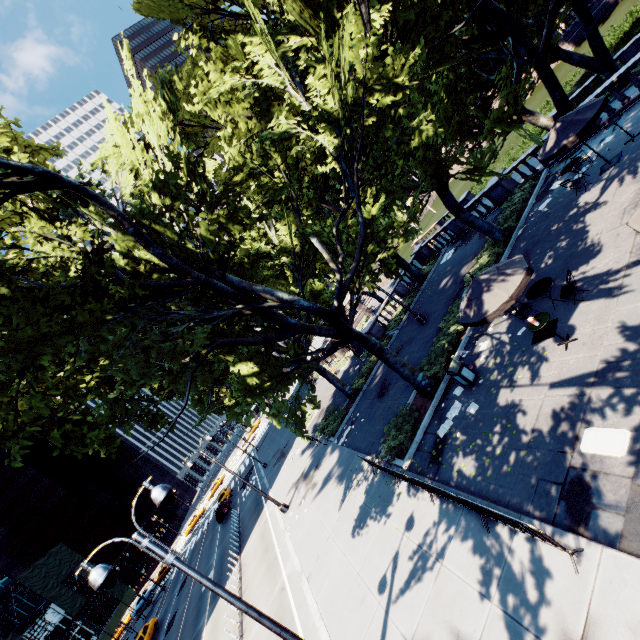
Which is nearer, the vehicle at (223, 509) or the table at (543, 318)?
the table at (543, 318)

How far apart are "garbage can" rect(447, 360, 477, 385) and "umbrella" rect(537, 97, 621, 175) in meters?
9.6

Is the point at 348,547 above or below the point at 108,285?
below

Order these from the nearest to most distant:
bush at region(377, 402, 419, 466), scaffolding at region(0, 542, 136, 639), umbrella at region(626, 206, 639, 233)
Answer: umbrella at region(626, 206, 639, 233), bush at region(377, 402, 419, 466), scaffolding at region(0, 542, 136, 639)

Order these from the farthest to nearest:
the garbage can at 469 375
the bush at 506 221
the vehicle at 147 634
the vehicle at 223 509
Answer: the vehicle at 223 509, the vehicle at 147 634, the bush at 506 221, the garbage can at 469 375

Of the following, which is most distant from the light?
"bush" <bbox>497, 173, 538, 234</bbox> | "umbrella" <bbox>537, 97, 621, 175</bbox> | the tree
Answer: "umbrella" <bbox>537, 97, 621, 175</bbox>

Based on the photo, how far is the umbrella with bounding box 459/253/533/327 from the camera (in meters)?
9.31

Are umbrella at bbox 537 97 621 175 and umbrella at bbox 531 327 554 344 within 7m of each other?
no
